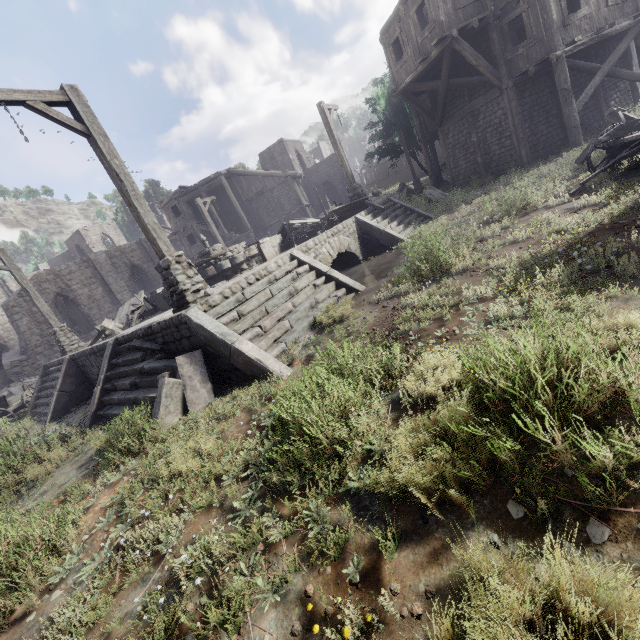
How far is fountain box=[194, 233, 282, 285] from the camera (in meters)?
11.35

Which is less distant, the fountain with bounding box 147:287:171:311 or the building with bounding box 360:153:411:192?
the fountain with bounding box 147:287:171:311

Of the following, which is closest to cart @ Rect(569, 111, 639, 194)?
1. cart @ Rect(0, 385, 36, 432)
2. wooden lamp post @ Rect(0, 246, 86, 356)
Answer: wooden lamp post @ Rect(0, 246, 86, 356)

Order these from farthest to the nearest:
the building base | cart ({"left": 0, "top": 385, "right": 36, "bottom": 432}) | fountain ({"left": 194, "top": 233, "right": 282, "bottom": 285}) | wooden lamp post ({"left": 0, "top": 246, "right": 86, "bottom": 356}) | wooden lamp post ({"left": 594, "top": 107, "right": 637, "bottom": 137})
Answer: cart ({"left": 0, "top": 385, "right": 36, "bottom": 432}), wooden lamp post ({"left": 0, "top": 246, "right": 86, "bottom": 356}), fountain ({"left": 194, "top": 233, "right": 282, "bottom": 285}), wooden lamp post ({"left": 594, "top": 107, "right": 637, "bottom": 137}), the building base

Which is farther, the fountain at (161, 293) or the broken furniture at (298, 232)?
the broken furniture at (298, 232)

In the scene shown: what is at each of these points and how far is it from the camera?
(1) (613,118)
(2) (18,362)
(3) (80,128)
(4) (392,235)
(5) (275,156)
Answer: (1) wooden lamp post, 9.1 meters
(2) building, 23.2 meters
(3) wooden lamp post, 6.2 meters
(4) stairs, 11.7 meters
(5) building, 41.8 meters

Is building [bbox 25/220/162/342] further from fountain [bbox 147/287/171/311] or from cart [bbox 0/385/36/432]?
fountain [bbox 147/287/171/311]

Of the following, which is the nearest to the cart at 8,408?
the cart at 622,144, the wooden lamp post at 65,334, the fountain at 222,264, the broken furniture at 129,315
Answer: the wooden lamp post at 65,334
